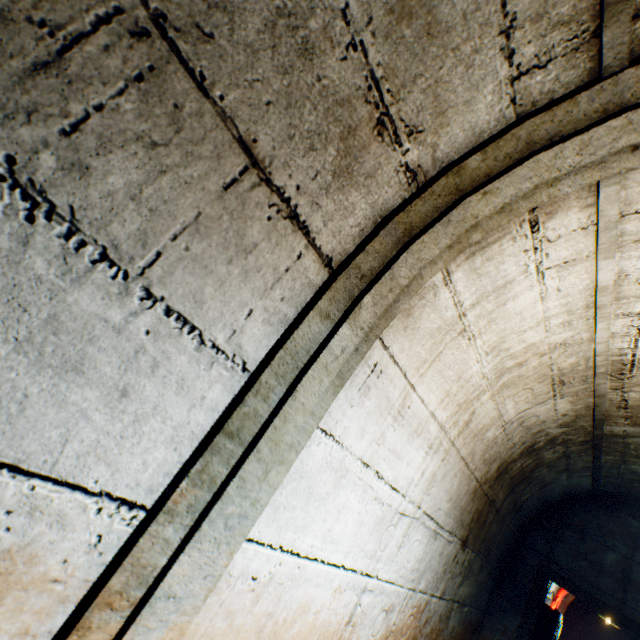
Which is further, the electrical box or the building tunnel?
the electrical box

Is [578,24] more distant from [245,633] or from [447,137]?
[245,633]

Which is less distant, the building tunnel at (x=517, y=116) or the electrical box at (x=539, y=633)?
the building tunnel at (x=517, y=116)
